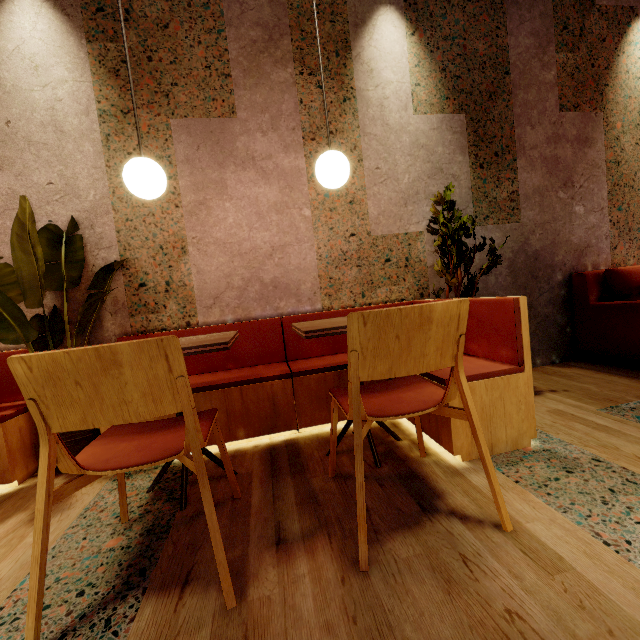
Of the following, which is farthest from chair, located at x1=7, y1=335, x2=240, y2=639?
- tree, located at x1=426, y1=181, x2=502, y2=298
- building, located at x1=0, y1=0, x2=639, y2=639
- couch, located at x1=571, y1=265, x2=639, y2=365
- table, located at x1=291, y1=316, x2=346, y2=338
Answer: couch, located at x1=571, y1=265, x2=639, y2=365

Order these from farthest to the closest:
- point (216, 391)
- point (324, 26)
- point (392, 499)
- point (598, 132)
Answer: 1. point (598, 132)
2. point (324, 26)
3. point (216, 391)
4. point (392, 499)

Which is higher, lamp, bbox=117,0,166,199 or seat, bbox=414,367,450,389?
lamp, bbox=117,0,166,199

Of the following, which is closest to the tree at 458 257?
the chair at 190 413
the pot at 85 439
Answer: the chair at 190 413

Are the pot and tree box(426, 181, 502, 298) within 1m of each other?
no

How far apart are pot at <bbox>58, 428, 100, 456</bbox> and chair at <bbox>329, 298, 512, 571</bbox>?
1.63m

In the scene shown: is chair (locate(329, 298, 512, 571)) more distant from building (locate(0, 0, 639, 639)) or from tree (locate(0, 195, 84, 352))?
tree (locate(0, 195, 84, 352))

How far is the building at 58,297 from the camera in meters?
2.3 m
